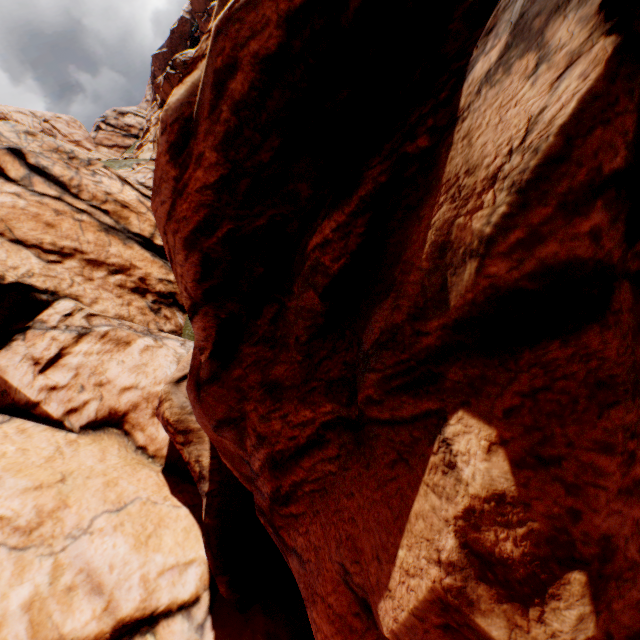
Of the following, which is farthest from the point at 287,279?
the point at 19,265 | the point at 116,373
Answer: the point at 19,265
